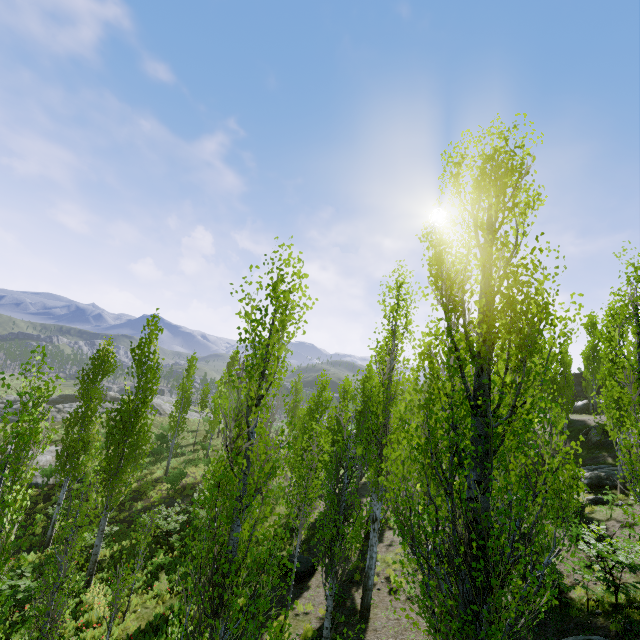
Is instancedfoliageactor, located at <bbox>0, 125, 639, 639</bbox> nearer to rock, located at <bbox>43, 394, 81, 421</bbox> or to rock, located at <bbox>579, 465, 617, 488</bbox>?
rock, located at <bbox>43, 394, 81, 421</bbox>

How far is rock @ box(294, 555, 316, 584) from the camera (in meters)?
14.58

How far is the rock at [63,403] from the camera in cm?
4038

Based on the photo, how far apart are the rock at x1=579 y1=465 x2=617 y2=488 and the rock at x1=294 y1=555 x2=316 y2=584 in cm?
1541

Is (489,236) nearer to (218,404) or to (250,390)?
(250,390)

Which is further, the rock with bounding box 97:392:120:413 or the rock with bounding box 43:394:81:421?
the rock with bounding box 97:392:120:413

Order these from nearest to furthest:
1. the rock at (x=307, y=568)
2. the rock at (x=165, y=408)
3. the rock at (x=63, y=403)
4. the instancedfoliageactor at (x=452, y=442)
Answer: the instancedfoliageactor at (x=452, y=442), the rock at (x=307, y=568), the rock at (x=63, y=403), the rock at (x=165, y=408)

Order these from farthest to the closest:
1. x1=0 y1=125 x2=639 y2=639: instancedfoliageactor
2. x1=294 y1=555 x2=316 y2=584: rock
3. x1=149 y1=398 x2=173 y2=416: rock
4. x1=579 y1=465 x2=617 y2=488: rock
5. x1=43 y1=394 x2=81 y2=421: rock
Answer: x1=149 y1=398 x2=173 y2=416: rock, x1=43 y1=394 x2=81 y2=421: rock, x1=579 y1=465 x2=617 y2=488: rock, x1=294 y1=555 x2=316 y2=584: rock, x1=0 y1=125 x2=639 y2=639: instancedfoliageactor
